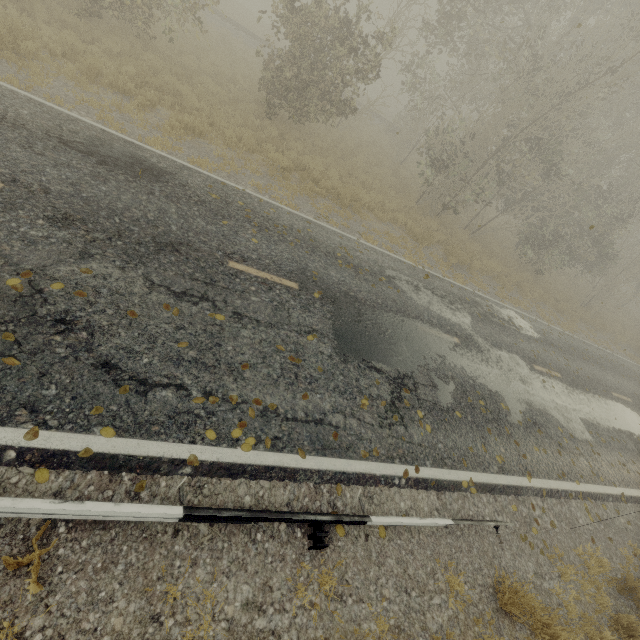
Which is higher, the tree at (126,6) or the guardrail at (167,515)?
the tree at (126,6)

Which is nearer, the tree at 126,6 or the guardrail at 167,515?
the guardrail at 167,515

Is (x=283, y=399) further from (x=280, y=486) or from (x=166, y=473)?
(x=166, y=473)

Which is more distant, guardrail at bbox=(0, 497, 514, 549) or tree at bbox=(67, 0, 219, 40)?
tree at bbox=(67, 0, 219, 40)

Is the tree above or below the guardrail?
above
